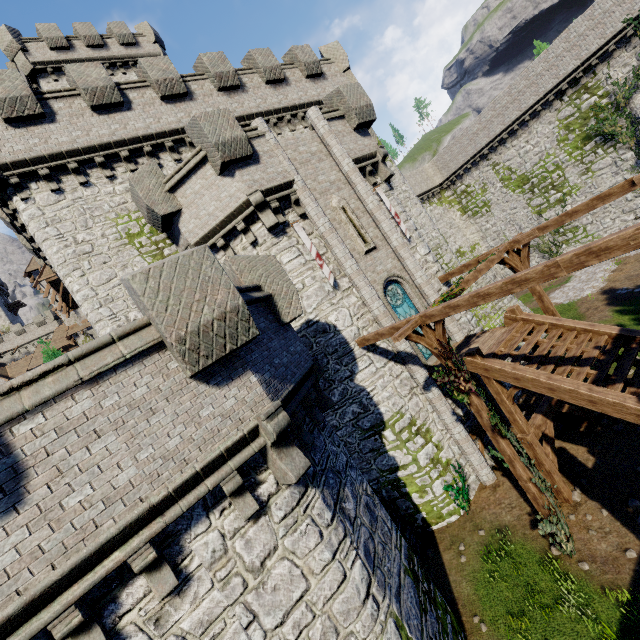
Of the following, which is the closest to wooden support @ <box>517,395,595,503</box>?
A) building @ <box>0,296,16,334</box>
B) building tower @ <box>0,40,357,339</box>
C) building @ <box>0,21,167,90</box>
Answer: building tower @ <box>0,40,357,339</box>

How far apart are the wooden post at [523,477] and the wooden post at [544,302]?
5.5m

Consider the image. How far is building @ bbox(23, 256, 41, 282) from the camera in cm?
3821

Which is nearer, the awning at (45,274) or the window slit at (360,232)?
the window slit at (360,232)

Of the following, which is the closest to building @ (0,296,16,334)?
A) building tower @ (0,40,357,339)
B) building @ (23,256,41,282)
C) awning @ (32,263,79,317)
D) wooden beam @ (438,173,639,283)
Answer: building @ (23,256,41,282)

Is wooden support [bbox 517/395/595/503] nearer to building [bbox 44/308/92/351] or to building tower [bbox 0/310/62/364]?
building [bbox 44/308/92/351]

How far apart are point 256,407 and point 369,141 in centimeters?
1409cm

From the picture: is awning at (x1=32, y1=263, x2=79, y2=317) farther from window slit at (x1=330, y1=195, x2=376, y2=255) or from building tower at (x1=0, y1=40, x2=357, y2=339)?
window slit at (x1=330, y1=195, x2=376, y2=255)
